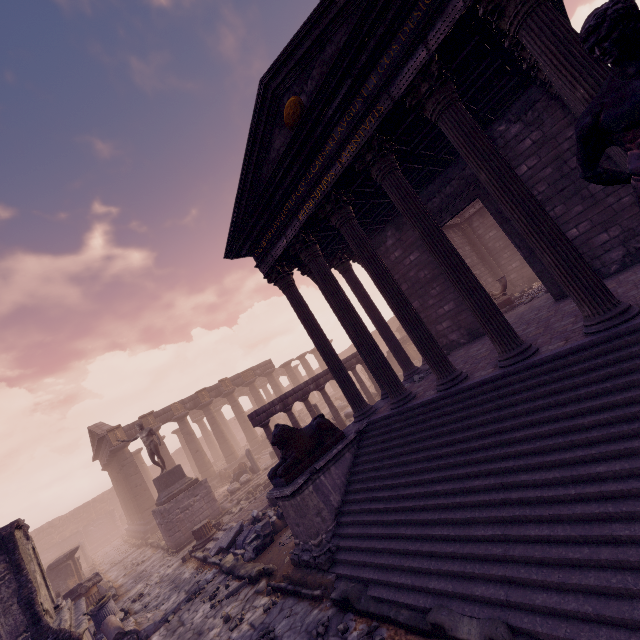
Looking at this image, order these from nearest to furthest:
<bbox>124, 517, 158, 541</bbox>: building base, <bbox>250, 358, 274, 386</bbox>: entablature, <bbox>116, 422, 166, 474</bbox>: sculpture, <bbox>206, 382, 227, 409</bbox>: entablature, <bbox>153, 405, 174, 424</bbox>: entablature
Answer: <bbox>116, 422, 166, 474</bbox>: sculpture
<bbox>124, 517, 158, 541</bbox>: building base
<bbox>153, 405, 174, 424</bbox>: entablature
<bbox>206, 382, 227, 409</bbox>: entablature
<bbox>250, 358, 274, 386</bbox>: entablature

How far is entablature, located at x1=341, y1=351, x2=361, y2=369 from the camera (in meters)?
15.70

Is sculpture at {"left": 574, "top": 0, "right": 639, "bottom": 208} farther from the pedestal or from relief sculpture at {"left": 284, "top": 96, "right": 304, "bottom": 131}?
the pedestal

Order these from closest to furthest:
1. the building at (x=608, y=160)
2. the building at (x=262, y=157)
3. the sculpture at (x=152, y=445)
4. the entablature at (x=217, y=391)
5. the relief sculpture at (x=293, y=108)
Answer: the building at (x=262, y=157)
the building at (x=608, y=160)
the relief sculpture at (x=293, y=108)
the sculpture at (x=152, y=445)
the entablature at (x=217, y=391)

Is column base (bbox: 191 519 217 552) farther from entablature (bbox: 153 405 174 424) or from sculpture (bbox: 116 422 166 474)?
entablature (bbox: 153 405 174 424)

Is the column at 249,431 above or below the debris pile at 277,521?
above

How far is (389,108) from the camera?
5.8m

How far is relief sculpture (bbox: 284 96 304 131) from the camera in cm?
675
